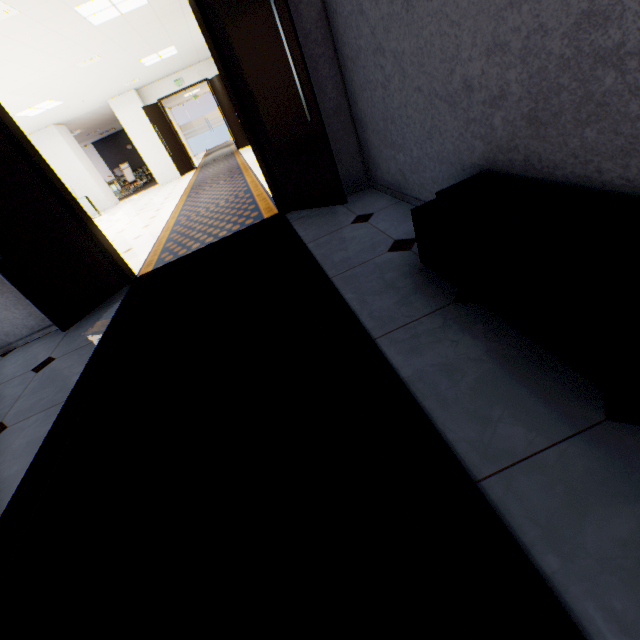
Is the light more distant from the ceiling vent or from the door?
the door

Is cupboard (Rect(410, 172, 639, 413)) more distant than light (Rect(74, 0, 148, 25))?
No

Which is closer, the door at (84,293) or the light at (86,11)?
the door at (84,293)

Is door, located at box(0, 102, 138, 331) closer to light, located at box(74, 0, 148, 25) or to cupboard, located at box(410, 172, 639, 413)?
cupboard, located at box(410, 172, 639, 413)

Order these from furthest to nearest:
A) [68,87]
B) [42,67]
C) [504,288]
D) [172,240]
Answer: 1. [68,87]
2. [42,67]
3. [172,240]
4. [504,288]

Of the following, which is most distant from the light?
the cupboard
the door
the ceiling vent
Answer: the cupboard

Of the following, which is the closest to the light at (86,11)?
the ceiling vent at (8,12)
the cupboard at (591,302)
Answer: the ceiling vent at (8,12)
